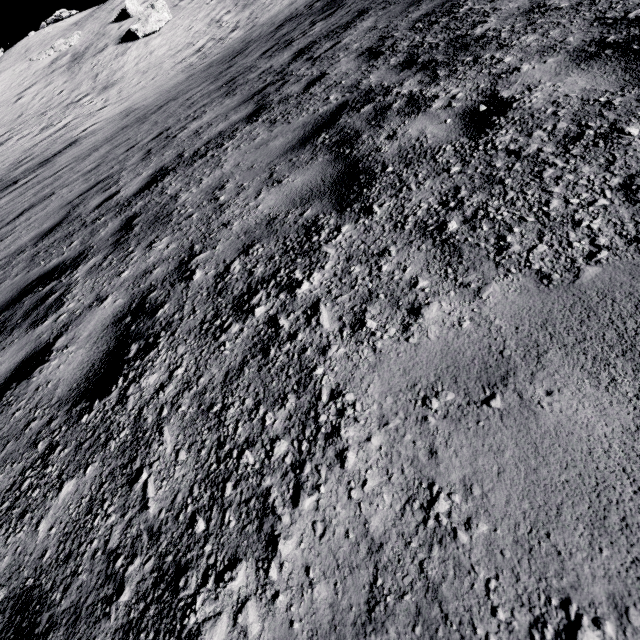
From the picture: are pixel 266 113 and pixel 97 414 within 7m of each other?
yes
